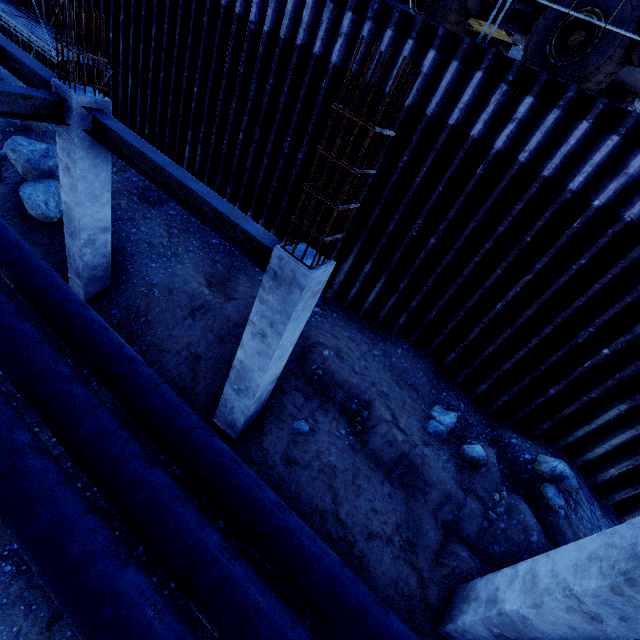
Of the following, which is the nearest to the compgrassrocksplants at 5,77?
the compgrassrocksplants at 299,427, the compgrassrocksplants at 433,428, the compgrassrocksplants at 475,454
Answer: the compgrassrocksplants at 299,427

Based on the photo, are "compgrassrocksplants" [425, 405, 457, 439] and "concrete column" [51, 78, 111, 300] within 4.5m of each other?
no

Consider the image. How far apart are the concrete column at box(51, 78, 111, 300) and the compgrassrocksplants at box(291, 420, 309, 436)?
5.61m

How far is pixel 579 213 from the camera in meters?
5.8 m

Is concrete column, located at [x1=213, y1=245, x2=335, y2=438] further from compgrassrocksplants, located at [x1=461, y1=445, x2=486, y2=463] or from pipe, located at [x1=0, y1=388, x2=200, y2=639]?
compgrassrocksplants, located at [x1=461, y1=445, x2=486, y2=463]

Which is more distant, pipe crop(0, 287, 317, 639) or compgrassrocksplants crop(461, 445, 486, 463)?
compgrassrocksplants crop(461, 445, 486, 463)

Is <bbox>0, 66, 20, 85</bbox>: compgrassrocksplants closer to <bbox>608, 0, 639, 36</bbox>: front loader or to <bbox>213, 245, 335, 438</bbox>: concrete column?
<bbox>608, 0, 639, 36</bbox>: front loader

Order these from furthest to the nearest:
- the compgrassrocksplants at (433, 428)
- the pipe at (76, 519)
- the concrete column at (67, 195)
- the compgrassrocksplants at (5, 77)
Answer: the compgrassrocksplants at (5, 77) < the compgrassrocksplants at (433, 428) < the concrete column at (67, 195) < the pipe at (76, 519)
